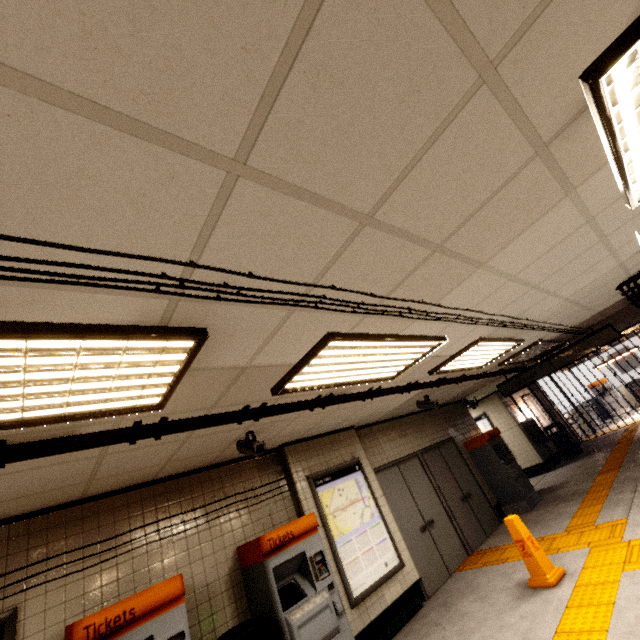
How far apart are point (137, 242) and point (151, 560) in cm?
415

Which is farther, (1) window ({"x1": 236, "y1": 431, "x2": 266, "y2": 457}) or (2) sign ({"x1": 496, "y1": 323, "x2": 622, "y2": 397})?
(2) sign ({"x1": 496, "y1": 323, "x2": 622, "y2": 397})

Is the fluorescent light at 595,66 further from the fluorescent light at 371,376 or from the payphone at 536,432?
the payphone at 536,432

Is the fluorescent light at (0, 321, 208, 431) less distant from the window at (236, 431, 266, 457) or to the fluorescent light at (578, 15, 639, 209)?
the window at (236, 431, 266, 457)

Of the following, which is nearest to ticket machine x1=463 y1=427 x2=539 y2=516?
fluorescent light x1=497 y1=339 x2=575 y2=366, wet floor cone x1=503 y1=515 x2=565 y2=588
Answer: fluorescent light x1=497 y1=339 x2=575 y2=366

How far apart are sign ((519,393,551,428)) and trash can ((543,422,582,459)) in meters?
0.1 m

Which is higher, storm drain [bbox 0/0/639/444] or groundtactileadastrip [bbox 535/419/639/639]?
storm drain [bbox 0/0/639/444]

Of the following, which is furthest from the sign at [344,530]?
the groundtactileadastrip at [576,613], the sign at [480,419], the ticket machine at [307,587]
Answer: the sign at [480,419]
